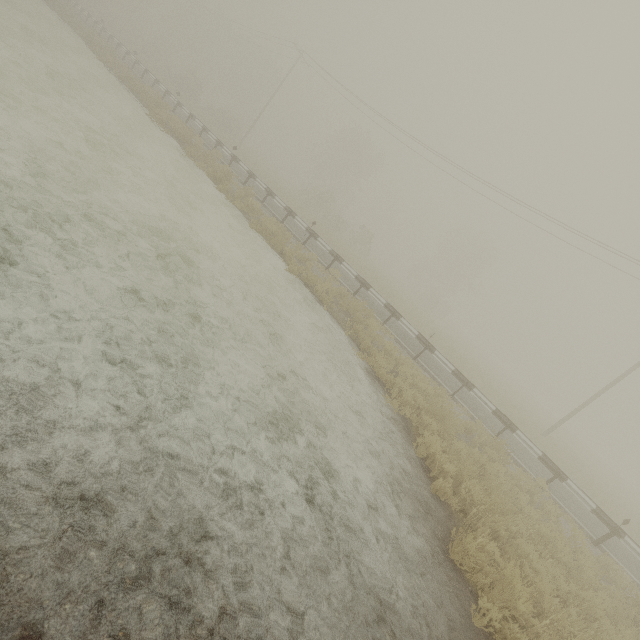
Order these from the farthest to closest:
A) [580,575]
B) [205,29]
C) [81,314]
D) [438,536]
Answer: [205,29], [580,575], [438,536], [81,314]
